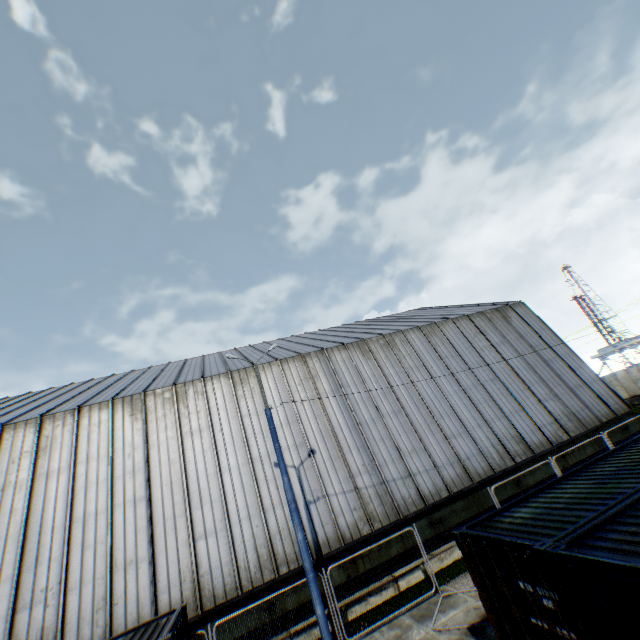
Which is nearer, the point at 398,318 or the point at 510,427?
the point at 510,427

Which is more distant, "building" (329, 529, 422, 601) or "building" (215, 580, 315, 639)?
"building" (329, 529, 422, 601)

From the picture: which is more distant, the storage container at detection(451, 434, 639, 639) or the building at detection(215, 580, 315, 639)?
the building at detection(215, 580, 315, 639)

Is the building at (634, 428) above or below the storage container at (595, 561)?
below

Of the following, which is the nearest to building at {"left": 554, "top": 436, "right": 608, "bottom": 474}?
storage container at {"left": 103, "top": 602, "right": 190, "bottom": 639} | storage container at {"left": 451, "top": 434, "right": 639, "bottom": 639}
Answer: storage container at {"left": 103, "top": 602, "right": 190, "bottom": 639}

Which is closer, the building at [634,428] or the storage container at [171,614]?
the storage container at [171,614]

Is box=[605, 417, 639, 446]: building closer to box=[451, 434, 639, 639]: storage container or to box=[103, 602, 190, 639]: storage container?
box=[103, 602, 190, 639]: storage container
